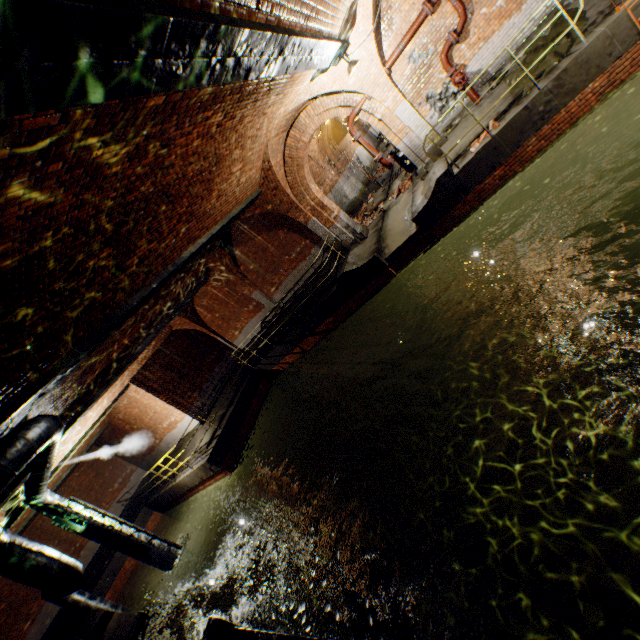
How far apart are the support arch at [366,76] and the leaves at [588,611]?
11.1m

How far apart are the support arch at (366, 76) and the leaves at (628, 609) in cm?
1112

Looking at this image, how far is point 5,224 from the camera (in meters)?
2.76

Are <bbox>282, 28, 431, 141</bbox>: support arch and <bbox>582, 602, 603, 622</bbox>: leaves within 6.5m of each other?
no

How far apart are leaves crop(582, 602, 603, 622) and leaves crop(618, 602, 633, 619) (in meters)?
0.21

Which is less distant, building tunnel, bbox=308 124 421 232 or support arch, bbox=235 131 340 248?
support arch, bbox=235 131 340 248

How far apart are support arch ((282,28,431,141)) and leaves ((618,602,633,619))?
11.1m

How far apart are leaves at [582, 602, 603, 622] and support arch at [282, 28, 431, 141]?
11.1 meters
